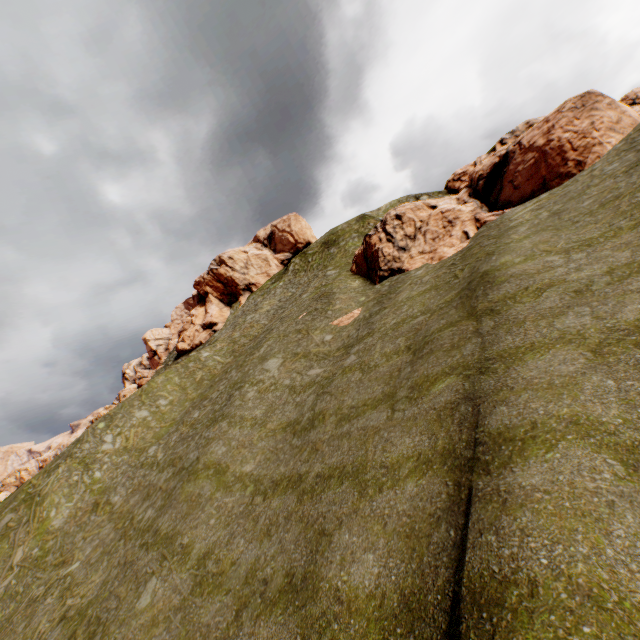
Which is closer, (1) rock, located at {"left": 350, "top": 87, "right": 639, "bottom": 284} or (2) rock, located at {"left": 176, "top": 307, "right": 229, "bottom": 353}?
(1) rock, located at {"left": 350, "top": 87, "right": 639, "bottom": 284}

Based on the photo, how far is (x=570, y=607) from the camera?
3.8 meters

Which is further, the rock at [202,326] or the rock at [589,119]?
the rock at [202,326]

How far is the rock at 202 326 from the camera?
55.8 meters

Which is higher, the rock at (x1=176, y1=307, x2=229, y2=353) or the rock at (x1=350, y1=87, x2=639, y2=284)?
the rock at (x1=176, y1=307, x2=229, y2=353)

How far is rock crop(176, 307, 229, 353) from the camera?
55.8 meters
